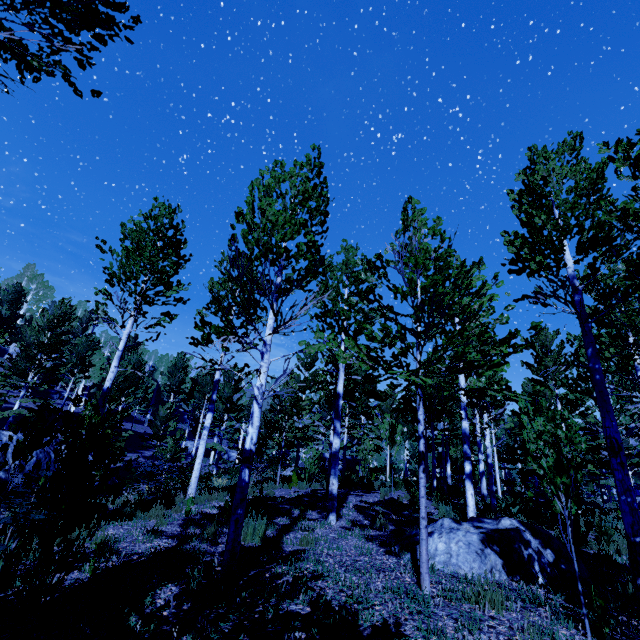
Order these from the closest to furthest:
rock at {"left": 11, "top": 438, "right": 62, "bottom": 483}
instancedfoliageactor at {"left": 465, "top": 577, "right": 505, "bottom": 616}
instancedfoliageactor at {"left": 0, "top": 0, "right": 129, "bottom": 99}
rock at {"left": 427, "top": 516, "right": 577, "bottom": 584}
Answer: instancedfoliageactor at {"left": 0, "top": 0, "right": 129, "bottom": 99} → instancedfoliageactor at {"left": 465, "top": 577, "right": 505, "bottom": 616} → rock at {"left": 427, "top": 516, "right": 577, "bottom": 584} → rock at {"left": 11, "top": 438, "right": 62, "bottom": 483}

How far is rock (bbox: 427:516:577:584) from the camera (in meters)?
5.43

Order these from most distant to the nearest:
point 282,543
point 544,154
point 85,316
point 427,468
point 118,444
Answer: point 85,316, point 118,444, point 427,468, point 544,154, point 282,543

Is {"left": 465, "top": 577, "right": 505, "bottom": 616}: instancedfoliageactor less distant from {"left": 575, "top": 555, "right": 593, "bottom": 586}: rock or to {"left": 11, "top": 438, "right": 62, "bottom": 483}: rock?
{"left": 575, "top": 555, "right": 593, "bottom": 586}: rock

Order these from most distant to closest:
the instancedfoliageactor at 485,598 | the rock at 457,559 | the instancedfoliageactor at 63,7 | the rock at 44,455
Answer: the rock at 44,455 < the rock at 457,559 < the instancedfoliageactor at 485,598 < the instancedfoliageactor at 63,7

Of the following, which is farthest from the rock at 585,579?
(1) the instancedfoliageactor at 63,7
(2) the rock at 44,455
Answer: (2) the rock at 44,455

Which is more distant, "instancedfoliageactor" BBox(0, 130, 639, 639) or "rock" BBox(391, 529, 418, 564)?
"rock" BBox(391, 529, 418, 564)

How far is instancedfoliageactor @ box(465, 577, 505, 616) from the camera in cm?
409
